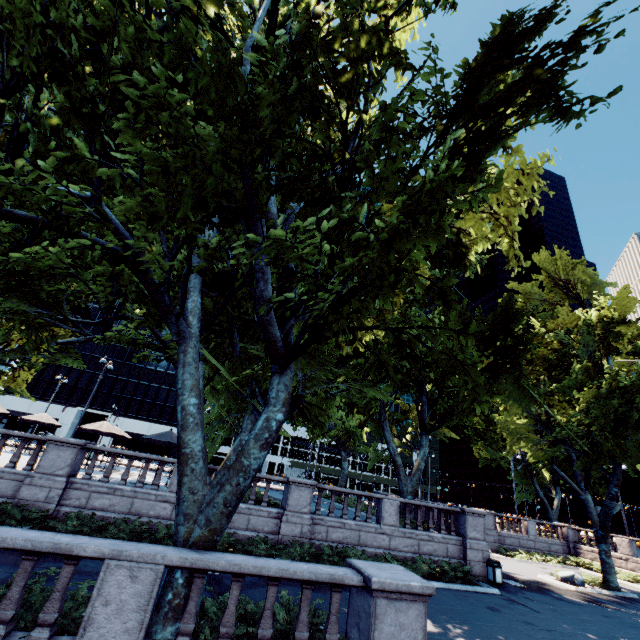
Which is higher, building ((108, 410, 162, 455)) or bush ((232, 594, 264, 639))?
building ((108, 410, 162, 455))

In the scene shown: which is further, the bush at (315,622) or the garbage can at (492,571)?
the garbage can at (492,571)

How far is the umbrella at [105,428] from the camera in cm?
2022

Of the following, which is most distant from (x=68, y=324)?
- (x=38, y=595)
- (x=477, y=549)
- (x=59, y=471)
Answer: (x=477, y=549)

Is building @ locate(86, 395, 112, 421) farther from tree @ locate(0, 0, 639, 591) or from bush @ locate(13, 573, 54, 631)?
bush @ locate(13, 573, 54, 631)

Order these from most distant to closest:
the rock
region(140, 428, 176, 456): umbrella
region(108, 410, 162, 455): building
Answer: region(108, 410, 162, 455): building → the rock → region(140, 428, 176, 456): umbrella

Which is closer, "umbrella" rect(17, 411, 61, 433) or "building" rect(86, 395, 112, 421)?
"umbrella" rect(17, 411, 61, 433)
